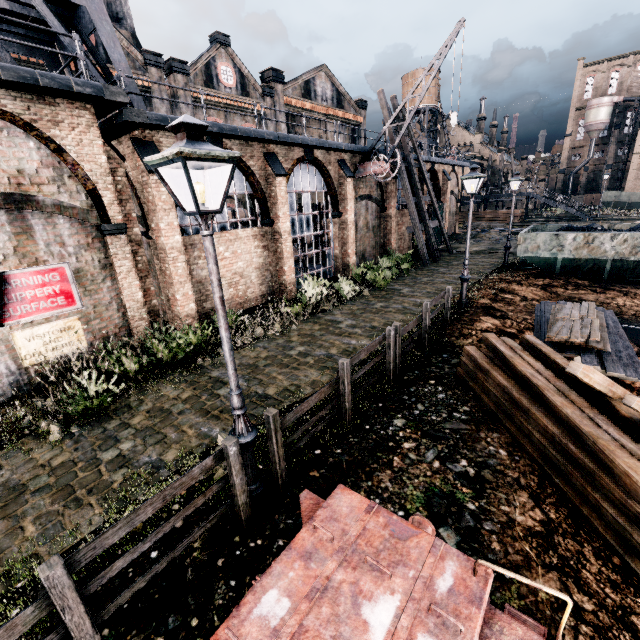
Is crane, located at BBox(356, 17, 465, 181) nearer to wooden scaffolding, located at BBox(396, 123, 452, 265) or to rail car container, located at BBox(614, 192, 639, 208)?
wooden scaffolding, located at BBox(396, 123, 452, 265)

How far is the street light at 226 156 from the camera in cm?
349

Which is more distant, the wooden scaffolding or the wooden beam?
the wooden scaffolding

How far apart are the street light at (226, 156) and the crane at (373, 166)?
17.9m

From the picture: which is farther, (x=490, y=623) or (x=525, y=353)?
(x=525, y=353)

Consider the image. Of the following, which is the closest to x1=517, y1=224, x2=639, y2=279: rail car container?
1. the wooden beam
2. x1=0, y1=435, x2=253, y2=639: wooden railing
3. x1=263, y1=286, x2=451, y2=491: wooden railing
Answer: the wooden beam

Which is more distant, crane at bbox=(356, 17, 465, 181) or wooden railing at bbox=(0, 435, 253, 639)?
crane at bbox=(356, 17, 465, 181)

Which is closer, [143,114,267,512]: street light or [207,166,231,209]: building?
[143,114,267,512]: street light
